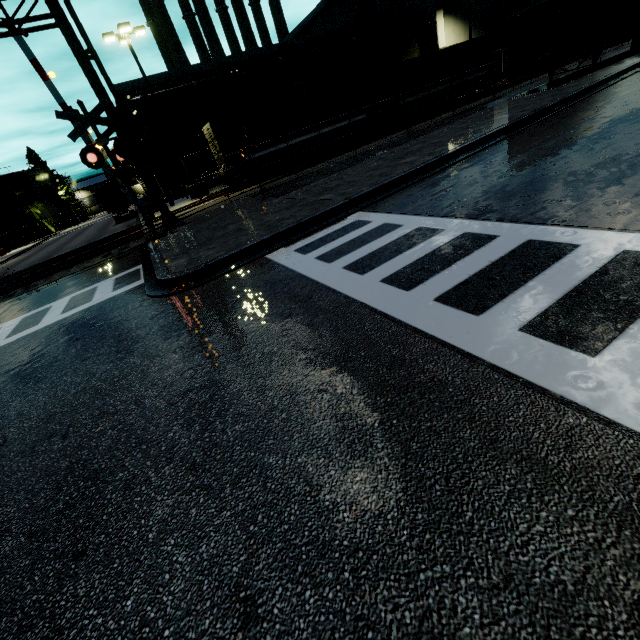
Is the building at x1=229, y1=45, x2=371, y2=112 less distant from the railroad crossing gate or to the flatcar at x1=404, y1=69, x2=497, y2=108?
the railroad crossing gate

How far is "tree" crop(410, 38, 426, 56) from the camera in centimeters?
3436cm

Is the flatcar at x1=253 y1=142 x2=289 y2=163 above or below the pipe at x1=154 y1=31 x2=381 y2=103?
below

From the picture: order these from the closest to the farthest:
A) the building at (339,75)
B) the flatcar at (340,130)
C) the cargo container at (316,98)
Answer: the cargo container at (316,98) < the flatcar at (340,130) < the building at (339,75)

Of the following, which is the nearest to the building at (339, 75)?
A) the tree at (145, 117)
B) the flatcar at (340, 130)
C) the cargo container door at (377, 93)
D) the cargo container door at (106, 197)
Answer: the tree at (145, 117)

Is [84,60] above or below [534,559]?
above

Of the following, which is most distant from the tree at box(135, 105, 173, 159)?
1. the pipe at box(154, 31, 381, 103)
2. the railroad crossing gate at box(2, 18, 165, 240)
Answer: the railroad crossing gate at box(2, 18, 165, 240)

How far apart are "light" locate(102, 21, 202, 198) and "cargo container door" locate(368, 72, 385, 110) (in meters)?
15.19
